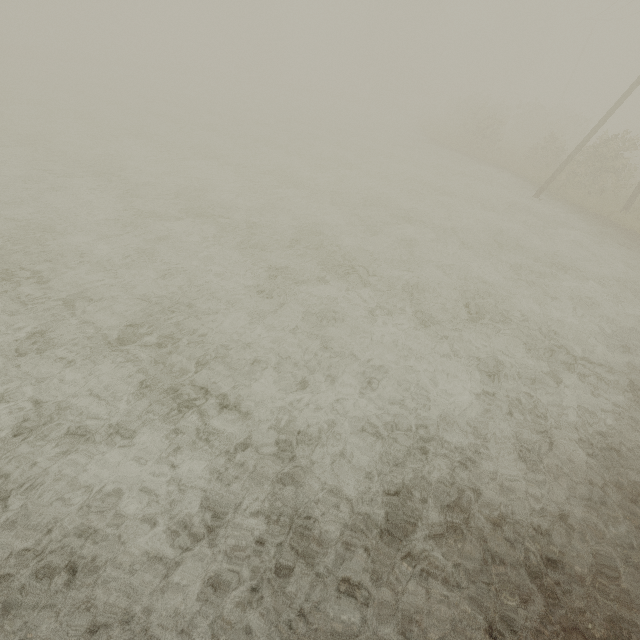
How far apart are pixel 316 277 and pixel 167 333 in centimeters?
376cm
